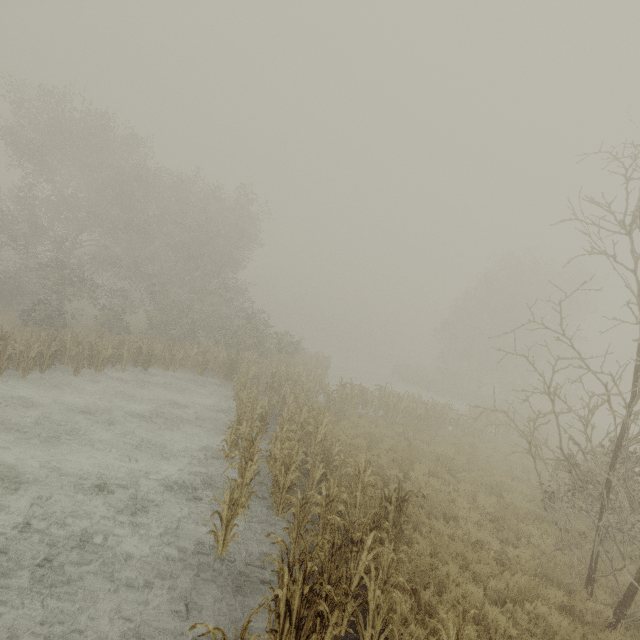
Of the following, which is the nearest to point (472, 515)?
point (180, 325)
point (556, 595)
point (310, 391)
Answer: point (556, 595)
